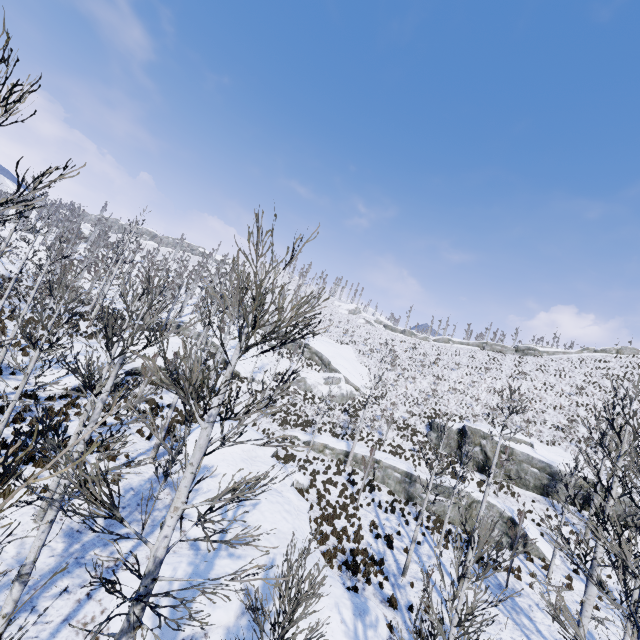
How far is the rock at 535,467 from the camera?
25.7 meters

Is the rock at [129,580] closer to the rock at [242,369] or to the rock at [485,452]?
the rock at [242,369]

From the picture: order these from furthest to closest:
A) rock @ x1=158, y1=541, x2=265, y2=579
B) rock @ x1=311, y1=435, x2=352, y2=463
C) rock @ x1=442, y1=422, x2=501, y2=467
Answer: rock @ x1=442, y1=422, x2=501, y2=467, rock @ x1=311, y1=435, x2=352, y2=463, rock @ x1=158, y1=541, x2=265, y2=579

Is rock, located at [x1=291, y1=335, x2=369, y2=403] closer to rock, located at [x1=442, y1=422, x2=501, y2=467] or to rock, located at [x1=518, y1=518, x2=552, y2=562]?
rock, located at [x1=518, y1=518, x2=552, y2=562]

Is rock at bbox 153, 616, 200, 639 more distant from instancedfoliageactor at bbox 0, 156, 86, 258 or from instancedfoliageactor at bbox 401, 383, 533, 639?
instancedfoliageactor at bbox 401, 383, 533, 639

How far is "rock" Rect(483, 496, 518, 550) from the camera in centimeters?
1977cm

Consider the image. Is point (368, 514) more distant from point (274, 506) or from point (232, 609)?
point (232, 609)

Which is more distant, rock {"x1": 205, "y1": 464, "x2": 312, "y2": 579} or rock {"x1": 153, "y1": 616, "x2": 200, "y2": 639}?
rock {"x1": 205, "y1": 464, "x2": 312, "y2": 579}
